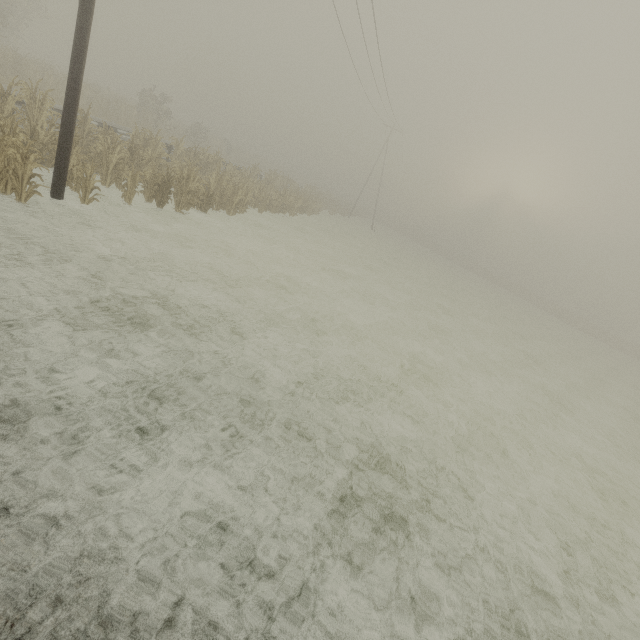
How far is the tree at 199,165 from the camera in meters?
10.6

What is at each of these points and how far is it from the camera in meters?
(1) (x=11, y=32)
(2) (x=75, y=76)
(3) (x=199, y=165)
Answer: (1) tree, 29.3
(2) utility pole, 7.3
(3) tree, 17.6

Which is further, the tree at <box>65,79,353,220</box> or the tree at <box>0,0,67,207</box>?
the tree at <box>65,79,353,220</box>

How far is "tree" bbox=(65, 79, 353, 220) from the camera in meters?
10.6

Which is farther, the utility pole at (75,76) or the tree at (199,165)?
the tree at (199,165)

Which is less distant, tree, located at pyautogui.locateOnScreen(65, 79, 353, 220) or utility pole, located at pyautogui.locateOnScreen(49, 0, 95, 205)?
utility pole, located at pyautogui.locateOnScreen(49, 0, 95, 205)
